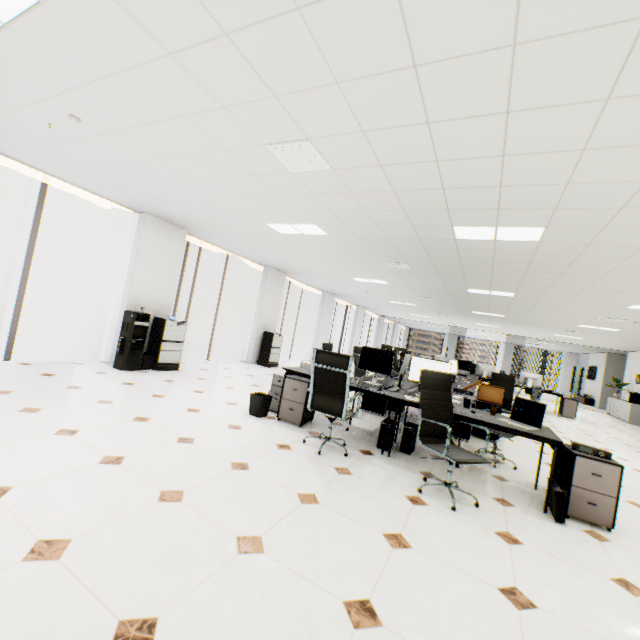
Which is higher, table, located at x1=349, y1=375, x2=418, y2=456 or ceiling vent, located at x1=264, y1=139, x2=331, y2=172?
ceiling vent, located at x1=264, y1=139, x2=331, y2=172

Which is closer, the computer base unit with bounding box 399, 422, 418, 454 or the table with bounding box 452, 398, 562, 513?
the table with bounding box 452, 398, 562, 513

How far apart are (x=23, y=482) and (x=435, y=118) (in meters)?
3.80

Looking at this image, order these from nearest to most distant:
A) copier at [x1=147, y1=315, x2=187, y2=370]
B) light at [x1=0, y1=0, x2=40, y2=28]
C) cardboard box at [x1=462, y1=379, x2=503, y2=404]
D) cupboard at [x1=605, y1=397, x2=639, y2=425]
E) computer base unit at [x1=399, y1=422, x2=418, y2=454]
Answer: light at [x1=0, y1=0, x2=40, y2=28] < computer base unit at [x1=399, y1=422, x2=418, y2=454] < cardboard box at [x1=462, y1=379, x2=503, y2=404] < copier at [x1=147, y1=315, x2=187, y2=370] < cupboard at [x1=605, y1=397, x2=639, y2=425]

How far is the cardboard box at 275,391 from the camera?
4.96m

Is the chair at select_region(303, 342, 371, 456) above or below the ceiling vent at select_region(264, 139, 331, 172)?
below

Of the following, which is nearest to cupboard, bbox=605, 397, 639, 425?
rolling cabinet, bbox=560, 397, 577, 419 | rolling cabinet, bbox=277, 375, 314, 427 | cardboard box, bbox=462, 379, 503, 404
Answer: rolling cabinet, bbox=560, 397, 577, 419

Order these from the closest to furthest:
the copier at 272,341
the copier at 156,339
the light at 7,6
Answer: the light at 7,6
the copier at 156,339
the copier at 272,341
